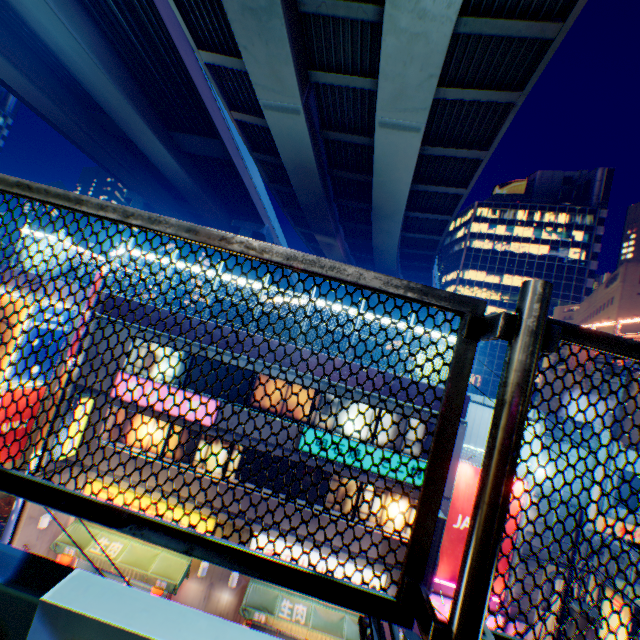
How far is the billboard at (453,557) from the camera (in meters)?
13.71

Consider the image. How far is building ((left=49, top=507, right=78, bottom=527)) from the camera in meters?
13.0

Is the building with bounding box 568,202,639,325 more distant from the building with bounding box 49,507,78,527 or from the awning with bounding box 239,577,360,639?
the awning with bounding box 239,577,360,639

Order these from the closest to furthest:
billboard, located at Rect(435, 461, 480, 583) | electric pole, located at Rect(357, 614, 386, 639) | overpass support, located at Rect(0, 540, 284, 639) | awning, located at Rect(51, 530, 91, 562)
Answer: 1. overpass support, located at Rect(0, 540, 284, 639)
2. electric pole, located at Rect(357, 614, 386, 639)
3. awning, located at Rect(51, 530, 91, 562)
4. billboard, located at Rect(435, 461, 480, 583)

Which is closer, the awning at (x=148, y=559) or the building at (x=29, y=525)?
the awning at (x=148, y=559)

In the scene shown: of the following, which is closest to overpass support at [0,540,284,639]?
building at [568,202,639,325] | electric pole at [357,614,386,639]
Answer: electric pole at [357,614,386,639]

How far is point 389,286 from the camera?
1.2 meters

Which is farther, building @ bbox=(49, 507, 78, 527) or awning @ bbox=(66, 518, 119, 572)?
building @ bbox=(49, 507, 78, 527)
